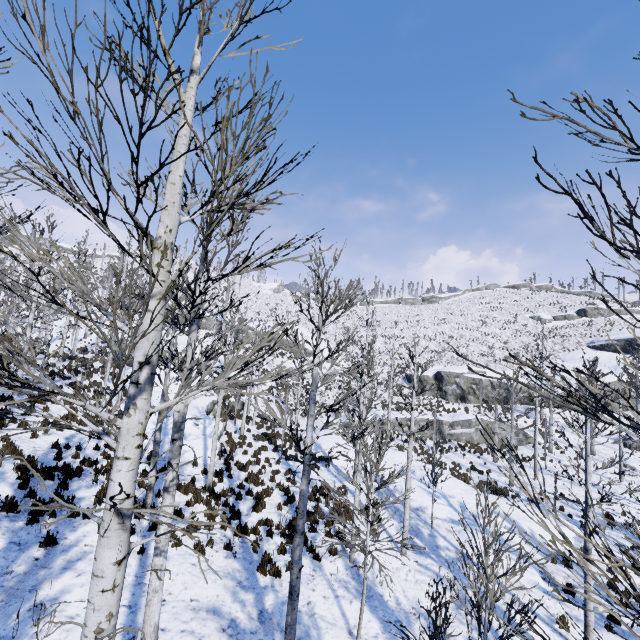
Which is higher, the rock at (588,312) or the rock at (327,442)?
the rock at (588,312)

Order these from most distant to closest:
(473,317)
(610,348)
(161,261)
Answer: (473,317)
(610,348)
(161,261)

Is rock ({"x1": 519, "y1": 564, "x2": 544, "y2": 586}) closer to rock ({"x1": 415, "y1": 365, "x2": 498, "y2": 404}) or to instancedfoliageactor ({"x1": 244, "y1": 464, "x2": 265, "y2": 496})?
instancedfoliageactor ({"x1": 244, "y1": 464, "x2": 265, "y2": 496})

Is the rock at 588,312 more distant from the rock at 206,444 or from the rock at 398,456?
the rock at 206,444

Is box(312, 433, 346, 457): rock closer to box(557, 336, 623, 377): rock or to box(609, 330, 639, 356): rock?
box(557, 336, 623, 377): rock

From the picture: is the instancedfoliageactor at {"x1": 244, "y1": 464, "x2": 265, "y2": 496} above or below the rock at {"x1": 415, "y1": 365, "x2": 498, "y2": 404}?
below

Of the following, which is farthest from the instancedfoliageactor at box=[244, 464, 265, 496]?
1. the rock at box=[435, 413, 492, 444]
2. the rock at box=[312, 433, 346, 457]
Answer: the rock at box=[435, 413, 492, 444]

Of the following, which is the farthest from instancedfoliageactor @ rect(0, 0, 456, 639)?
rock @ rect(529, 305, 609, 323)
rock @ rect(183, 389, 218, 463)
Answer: rock @ rect(529, 305, 609, 323)
